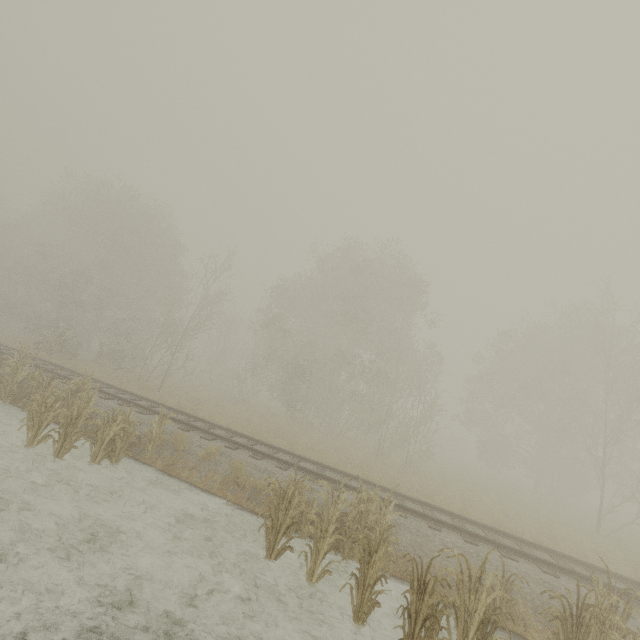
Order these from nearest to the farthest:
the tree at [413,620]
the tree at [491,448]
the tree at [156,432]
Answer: the tree at [413,620] → the tree at [156,432] → the tree at [491,448]

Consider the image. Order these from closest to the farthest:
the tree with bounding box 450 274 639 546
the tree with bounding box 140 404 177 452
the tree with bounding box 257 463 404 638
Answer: the tree with bounding box 257 463 404 638 < the tree with bounding box 140 404 177 452 < the tree with bounding box 450 274 639 546

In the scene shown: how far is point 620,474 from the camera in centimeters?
2466cm

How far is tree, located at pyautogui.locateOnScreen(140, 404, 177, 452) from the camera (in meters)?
9.78

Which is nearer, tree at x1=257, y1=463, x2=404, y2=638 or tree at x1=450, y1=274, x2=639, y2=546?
tree at x1=257, y1=463, x2=404, y2=638

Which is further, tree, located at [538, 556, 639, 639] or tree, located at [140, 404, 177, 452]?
tree, located at [140, 404, 177, 452]

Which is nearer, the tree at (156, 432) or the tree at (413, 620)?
the tree at (413, 620)
